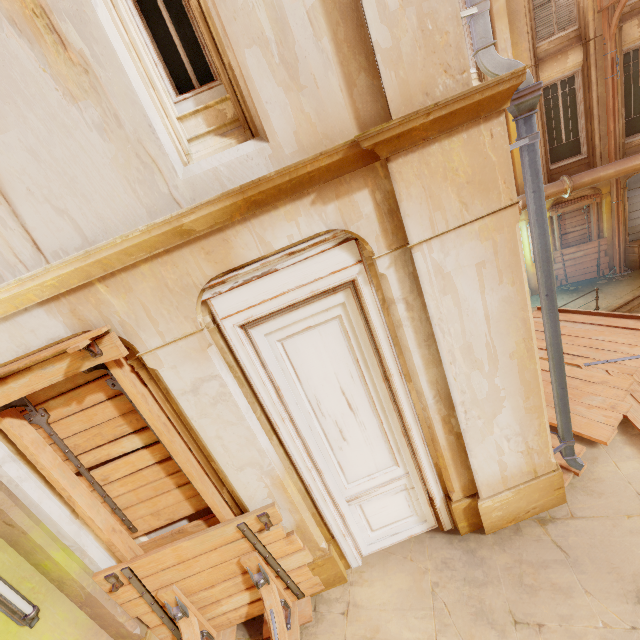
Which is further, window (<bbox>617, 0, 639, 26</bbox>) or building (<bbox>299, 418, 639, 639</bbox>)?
window (<bbox>617, 0, 639, 26</bbox>)

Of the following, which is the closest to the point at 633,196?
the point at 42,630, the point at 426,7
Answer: the point at 426,7

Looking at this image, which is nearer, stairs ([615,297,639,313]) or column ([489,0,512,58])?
column ([489,0,512,58])

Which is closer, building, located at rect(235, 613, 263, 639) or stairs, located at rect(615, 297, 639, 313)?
building, located at rect(235, 613, 263, 639)

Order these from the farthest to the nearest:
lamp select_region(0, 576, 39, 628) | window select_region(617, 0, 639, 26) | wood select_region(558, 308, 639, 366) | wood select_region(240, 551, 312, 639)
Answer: window select_region(617, 0, 639, 26)
wood select_region(558, 308, 639, 366)
wood select_region(240, 551, 312, 639)
lamp select_region(0, 576, 39, 628)

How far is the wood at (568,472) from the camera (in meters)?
4.15

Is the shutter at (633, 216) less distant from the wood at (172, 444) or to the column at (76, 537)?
the column at (76, 537)

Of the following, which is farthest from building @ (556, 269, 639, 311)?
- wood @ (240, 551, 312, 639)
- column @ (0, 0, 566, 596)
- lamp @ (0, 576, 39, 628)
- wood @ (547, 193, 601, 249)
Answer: lamp @ (0, 576, 39, 628)
